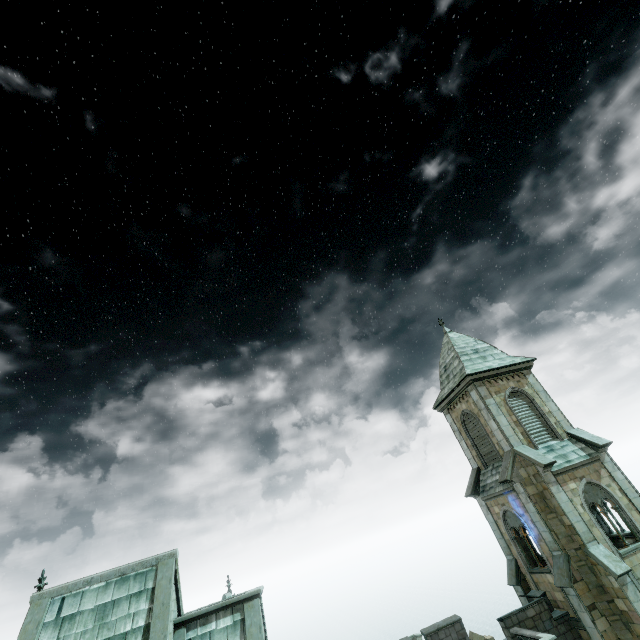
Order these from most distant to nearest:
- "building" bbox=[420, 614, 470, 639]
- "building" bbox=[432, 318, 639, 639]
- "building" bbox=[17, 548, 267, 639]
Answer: "building" bbox=[420, 614, 470, 639] < "building" bbox=[432, 318, 639, 639] < "building" bbox=[17, 548, 267, 639]

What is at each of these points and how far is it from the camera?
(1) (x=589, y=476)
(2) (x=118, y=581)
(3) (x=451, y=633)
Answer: (1) building, 17.7 meters
(2) building, 13.8 meters
(3) building, 17.8 meters

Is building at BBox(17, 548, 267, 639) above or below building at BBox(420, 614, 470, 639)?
above

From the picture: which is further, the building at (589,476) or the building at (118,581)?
the building at (589,476)

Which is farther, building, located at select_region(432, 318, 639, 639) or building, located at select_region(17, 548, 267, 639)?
building, located at select_region(432, 318, 639, 639)

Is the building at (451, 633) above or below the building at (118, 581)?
below
